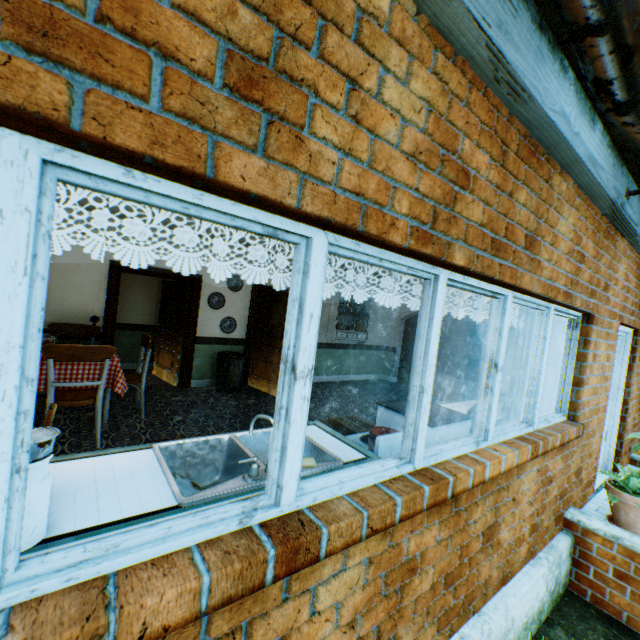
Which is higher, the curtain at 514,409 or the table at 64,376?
the curtain at 514,409

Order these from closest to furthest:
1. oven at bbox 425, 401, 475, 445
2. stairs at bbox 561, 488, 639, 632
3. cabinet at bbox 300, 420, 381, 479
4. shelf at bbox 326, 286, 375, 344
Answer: cabinet at bbox 300, 420, 381, 479 < oven at bbox 425, 401, 475, 445 < stairs at bbox 561, 488, 639, 632 < shelf at bbox 326, 286, 375, 344

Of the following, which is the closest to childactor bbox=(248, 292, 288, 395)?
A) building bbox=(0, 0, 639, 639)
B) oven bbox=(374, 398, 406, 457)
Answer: building bbox=(0, 0, 639, 639)

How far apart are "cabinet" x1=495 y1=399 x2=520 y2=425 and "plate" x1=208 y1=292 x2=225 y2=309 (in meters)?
5.07

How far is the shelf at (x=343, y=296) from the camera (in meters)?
8.86

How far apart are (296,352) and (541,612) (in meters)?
3.64

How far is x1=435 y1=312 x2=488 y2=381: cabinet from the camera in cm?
1226

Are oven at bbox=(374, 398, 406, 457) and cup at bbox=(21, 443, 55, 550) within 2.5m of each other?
yes
